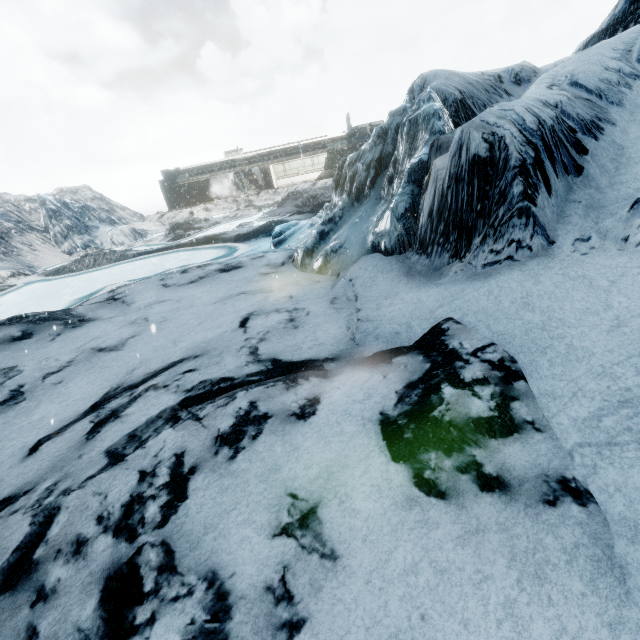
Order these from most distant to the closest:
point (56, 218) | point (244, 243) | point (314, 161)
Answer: point (314, 161) → point (56, 218) → point (244, 243)
